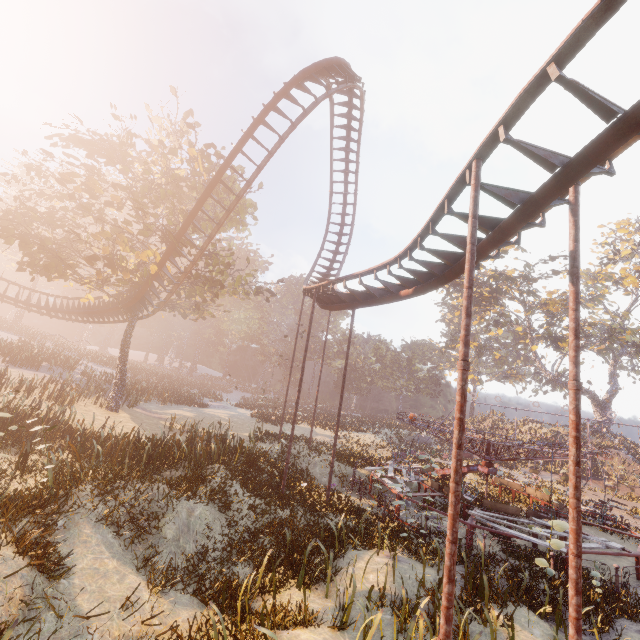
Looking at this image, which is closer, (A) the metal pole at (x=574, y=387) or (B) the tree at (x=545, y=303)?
(A) the metal pole at (x=574, y=387)

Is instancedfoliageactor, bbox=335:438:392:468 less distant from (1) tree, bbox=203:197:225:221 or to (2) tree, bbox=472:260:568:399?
(1) tree, bbox=203:197:225:221

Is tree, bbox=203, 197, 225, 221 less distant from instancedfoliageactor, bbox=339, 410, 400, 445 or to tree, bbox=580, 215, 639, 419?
instancedfoliageactor, bbox=339, 410, 400, 445

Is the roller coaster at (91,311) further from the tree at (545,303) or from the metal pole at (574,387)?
the tree at (545,303)

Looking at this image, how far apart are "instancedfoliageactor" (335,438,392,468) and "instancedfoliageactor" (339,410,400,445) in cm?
1864

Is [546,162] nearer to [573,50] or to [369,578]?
[573,50]

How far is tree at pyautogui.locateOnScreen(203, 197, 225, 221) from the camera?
21.61m

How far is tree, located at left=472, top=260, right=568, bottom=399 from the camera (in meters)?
37.16
